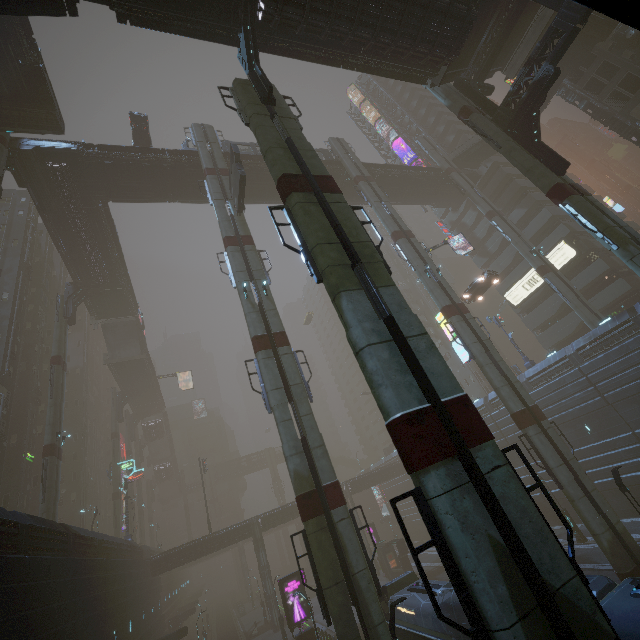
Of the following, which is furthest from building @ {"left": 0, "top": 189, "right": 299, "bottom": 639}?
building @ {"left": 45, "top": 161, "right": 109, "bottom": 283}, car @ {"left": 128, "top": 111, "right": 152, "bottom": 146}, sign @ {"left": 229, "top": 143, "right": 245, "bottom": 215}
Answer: building @ {"left": 45, "top": 161, "right": 109, "bottom": 283}

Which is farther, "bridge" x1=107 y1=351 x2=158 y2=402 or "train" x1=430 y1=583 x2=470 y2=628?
"bridge" x1=107 y1=351 x2=158 y2=402

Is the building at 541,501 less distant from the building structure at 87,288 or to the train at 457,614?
the train at 457,614

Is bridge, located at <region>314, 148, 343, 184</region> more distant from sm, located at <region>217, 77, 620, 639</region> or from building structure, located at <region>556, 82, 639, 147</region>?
building structure, located at <region>556, 82, 639, 147</region>

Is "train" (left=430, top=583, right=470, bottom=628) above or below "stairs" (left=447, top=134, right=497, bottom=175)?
below

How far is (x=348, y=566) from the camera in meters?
13.9 m

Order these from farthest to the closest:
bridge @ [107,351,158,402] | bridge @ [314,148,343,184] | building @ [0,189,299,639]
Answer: bridge @ [107,351,158,402] < bridge @ [314,148,343,184] < building @ [0,189,299,639]

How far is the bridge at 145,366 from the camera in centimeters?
4975cm
